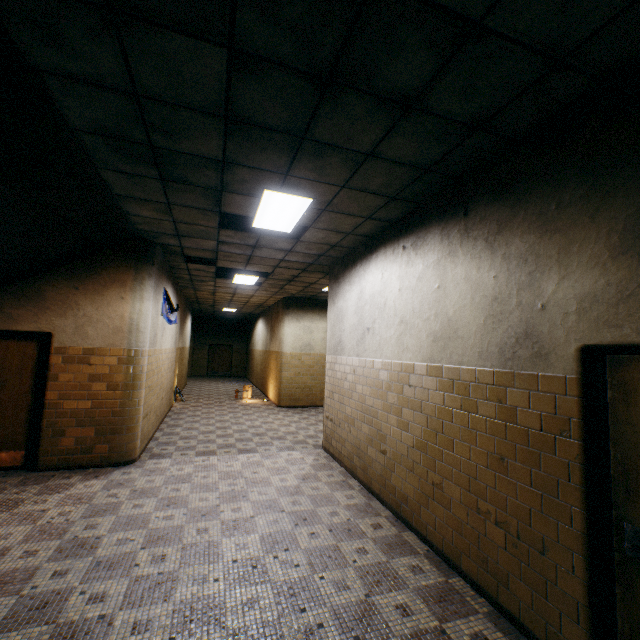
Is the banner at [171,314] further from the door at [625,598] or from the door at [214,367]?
the door at [214,367]

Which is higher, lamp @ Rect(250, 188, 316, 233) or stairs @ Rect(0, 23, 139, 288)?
lamp @ Rect(250, 188, 316, 233)

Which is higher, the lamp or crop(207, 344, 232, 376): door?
the lamp

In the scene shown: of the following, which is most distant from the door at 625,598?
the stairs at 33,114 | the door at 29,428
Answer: the door at 29,428

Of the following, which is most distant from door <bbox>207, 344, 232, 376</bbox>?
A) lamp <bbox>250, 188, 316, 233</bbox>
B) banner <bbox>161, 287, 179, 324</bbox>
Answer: lamp <bbox>250, 188, 316, 233</bbox>

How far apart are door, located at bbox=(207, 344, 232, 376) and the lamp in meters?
18.5

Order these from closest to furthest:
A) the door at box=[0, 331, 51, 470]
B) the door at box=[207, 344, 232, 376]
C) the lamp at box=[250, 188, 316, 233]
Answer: the lamp at box=[250, 188, 316, 233] < the door at box=[0, 331, 51, 470] < the door at box=[207, 344, 232, 376]

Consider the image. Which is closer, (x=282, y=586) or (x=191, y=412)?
(x=282, y=586)
